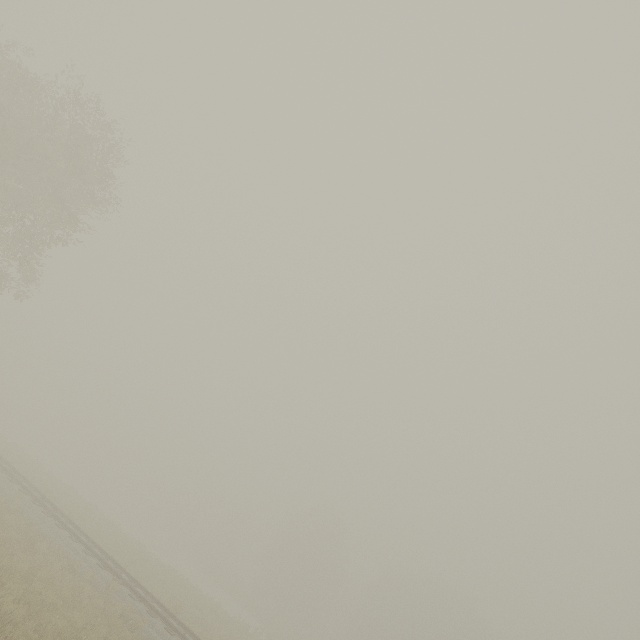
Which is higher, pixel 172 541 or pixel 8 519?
pixel 8 519
